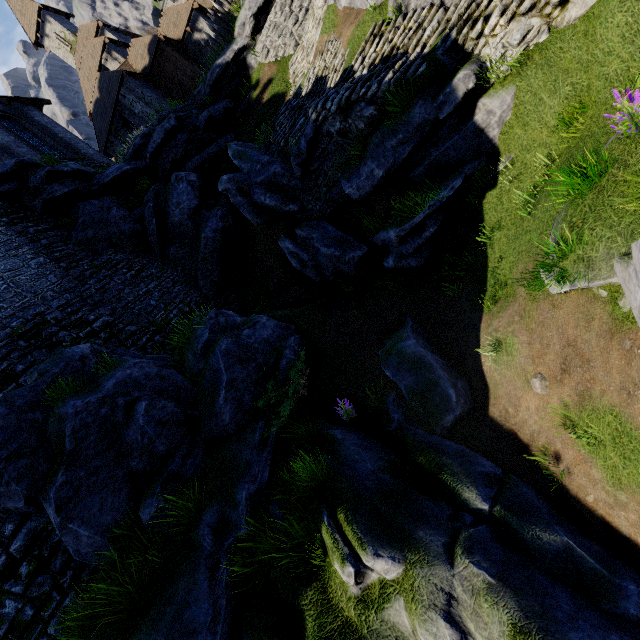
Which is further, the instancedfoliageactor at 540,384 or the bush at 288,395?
the bush at 288,395

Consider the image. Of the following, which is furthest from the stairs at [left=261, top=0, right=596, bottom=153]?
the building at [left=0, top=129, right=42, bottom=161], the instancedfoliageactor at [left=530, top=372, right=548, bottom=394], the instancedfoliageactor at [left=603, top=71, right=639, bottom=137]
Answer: the building at [left=0, top=129, right=42, bottom=161]

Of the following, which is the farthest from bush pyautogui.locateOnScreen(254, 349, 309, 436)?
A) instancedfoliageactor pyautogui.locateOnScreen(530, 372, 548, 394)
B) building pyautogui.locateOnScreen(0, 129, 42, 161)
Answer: building pyautogui.locateOnScreen(0, 129, 42, 161)

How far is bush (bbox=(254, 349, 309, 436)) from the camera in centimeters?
771cm

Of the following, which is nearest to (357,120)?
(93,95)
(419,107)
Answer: (419,107)

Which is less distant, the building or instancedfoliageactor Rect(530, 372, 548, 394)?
instancedfoliageactor Rect(530, 372, 548, 394)

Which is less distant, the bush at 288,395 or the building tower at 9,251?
the bush at 288,395

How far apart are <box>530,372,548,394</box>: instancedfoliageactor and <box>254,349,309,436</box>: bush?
4.66m
